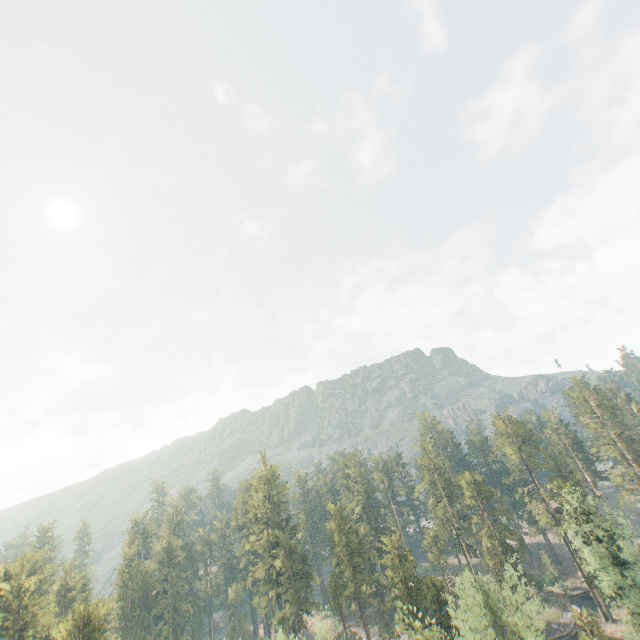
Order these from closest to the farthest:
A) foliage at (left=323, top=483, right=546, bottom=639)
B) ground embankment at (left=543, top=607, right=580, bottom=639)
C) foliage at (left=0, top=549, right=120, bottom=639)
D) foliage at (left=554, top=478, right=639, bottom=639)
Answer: foliage at (left=323, top=483, right=546, bottom=639), foliage at (left=0, top=549, right=120, bottom=639), foliage at (left=554, top=478, right=639, bottom=639), ground embankment at (left=543, top=607, right=580, bottom=639)

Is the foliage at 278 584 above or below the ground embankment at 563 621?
above

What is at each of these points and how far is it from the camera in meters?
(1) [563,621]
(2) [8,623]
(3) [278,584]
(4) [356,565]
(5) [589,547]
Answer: (1) ground embankment, 55.2
(2) foliage, 43.7
(3) foliage, 58.4
(4) foliage, 56.5
(5) foliage, 43.3

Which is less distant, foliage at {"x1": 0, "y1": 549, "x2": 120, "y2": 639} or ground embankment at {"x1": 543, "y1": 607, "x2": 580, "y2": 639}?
foliage at {"x1": 0, "y1": 549, "x2": 120, "y2": 639}

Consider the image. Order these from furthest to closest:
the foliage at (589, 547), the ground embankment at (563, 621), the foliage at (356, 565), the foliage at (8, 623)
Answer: the ground embankment at (563, 621) → the foliage at (589, 547) → the foliage at (8, 623) → the foliage at (356, 565)

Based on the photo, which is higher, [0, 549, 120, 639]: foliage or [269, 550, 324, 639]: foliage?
[0, 549, 120, 639]: foliage
